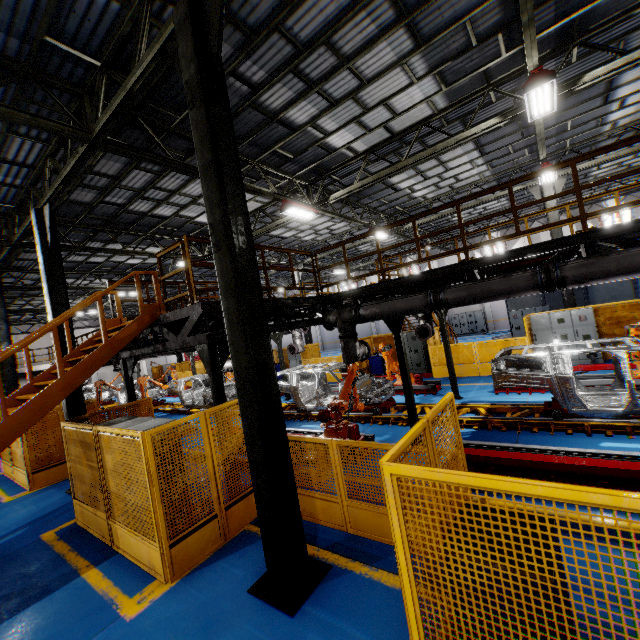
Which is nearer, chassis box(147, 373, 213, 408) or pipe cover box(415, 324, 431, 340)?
pipe cover box(415, 324, 431, 340)

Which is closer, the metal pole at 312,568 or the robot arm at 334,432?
the metal pole at 312,568

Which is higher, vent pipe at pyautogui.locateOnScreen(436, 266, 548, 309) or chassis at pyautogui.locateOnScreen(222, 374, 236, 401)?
vent pipe at pyautogui.locateOnScreen(436, 266, 548, 309)

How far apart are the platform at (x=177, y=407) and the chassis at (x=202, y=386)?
0.01m

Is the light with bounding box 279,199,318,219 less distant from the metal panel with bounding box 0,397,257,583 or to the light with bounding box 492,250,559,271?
the light with bounding box 492,250,559,271

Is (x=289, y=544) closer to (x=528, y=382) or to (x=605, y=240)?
(x=528, y=382)

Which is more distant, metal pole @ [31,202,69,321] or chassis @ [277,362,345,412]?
chassis @ [277,362,345,412]

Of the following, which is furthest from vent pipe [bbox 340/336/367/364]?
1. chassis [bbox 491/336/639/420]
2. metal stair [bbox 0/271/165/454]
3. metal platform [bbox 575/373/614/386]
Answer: metal platform [bbox 575/373/614/386]
